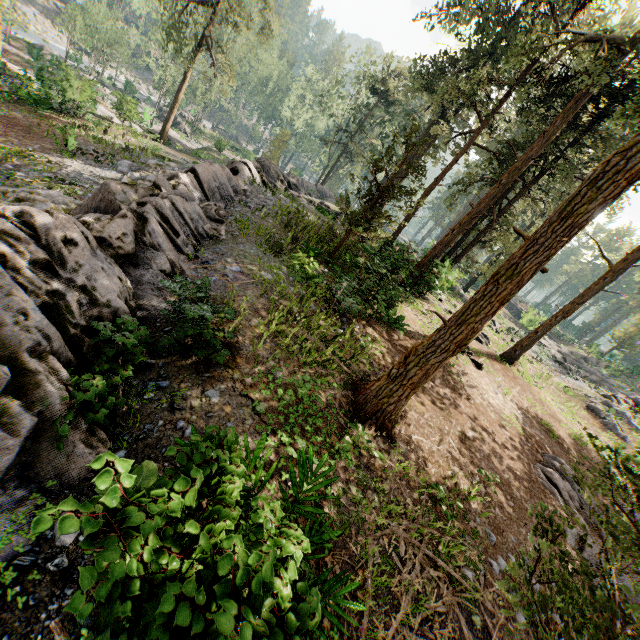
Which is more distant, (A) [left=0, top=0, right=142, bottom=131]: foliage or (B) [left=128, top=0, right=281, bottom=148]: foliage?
(B) [left=128, top=0, right=281, bottom=148]: foliage

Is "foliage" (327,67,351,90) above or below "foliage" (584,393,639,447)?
above

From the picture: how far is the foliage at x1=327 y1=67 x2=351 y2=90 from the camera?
38.04m

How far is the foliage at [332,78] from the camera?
38.0m

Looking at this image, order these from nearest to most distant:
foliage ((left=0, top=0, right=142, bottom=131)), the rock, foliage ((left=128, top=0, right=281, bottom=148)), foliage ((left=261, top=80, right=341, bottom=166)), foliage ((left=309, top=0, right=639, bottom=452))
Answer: the rock < foliage ((left=309, top=0, right=639, bottom=452)) < foliage ((left=0, top=0, right=142, bottom=131)) < foliage ((left=128, top=0, right=281, bottom=148)) < foliage ((left=261, top=80, right=341, bottom=166))

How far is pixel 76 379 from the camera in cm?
441
